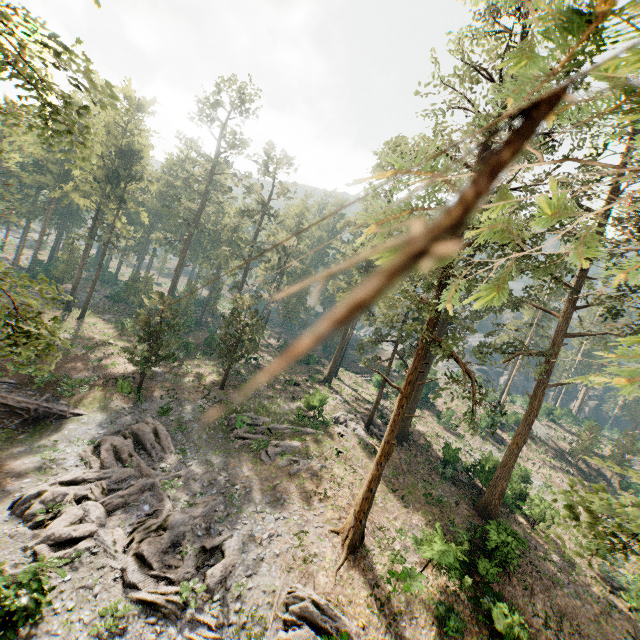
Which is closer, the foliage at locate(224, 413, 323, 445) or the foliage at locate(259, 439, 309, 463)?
the foliage at locate(259, 439, 309, 463)

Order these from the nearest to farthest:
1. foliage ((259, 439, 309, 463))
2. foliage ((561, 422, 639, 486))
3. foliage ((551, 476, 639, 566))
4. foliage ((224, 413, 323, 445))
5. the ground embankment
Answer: foliage ((551, 476, 639, 566)) < foliage ((561, 422, 639, 486)) < the ground embankment < foliage ((259, 439, 309, 463)) < foliage ((224, 413, 323, 445))

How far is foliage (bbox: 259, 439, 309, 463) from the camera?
25.0m

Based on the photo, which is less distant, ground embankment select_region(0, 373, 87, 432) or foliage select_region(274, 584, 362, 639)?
foliage select_region(274, 584, 362, 639)

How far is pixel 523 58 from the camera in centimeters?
132cm

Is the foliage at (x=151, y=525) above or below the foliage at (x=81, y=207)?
below

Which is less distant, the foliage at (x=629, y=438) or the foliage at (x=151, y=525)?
the foliage at (x=629, y=438)
